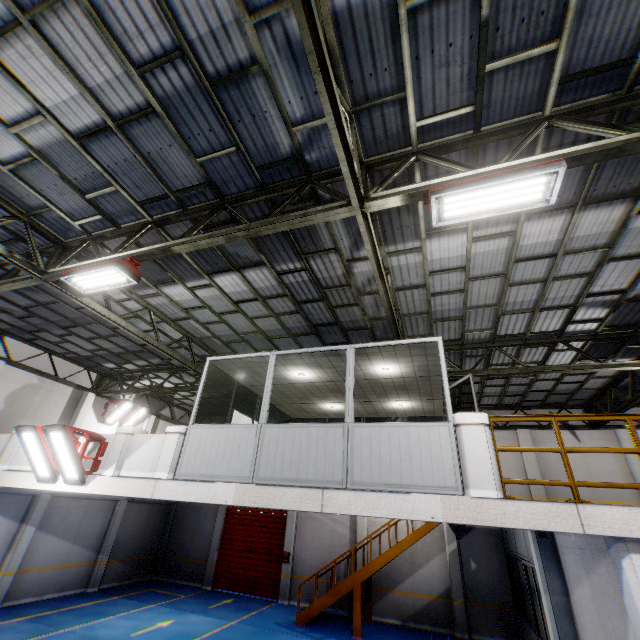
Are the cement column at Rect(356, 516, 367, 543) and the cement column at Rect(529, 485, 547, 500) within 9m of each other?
yes

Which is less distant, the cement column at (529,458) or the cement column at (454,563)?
the cement column at (454,563)

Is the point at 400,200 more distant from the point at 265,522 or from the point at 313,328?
the point at 265,522

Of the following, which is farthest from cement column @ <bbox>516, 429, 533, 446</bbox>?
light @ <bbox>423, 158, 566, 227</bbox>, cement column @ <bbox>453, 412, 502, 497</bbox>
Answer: light @ <bbox>423, 158, 566, 227</bbox>

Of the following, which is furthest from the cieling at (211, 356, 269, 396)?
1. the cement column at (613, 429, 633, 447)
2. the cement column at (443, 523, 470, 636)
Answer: the cement column at (613, 429, 633, 447)

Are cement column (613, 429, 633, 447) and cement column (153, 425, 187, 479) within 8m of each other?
no

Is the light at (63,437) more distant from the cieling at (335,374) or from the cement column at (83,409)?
the cement column at (83,409)

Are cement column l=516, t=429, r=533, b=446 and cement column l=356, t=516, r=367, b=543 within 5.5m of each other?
no
